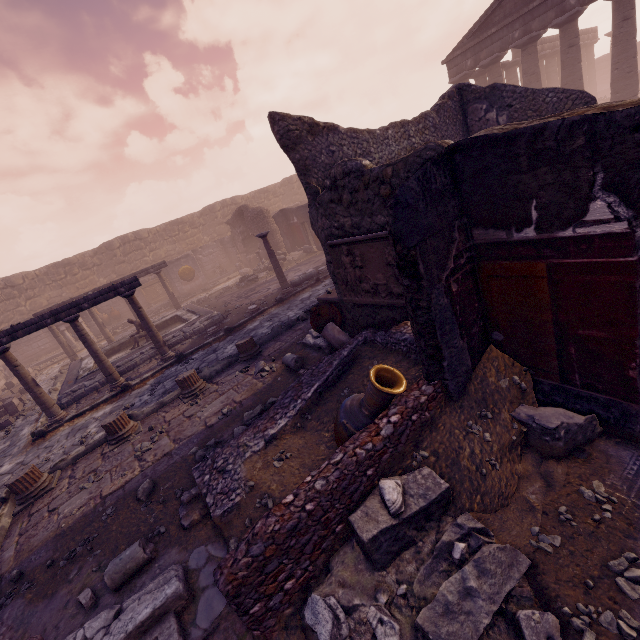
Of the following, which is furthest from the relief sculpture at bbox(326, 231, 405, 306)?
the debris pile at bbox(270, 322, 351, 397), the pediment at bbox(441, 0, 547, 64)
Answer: the pediment at bbox(441, 0, 547, 64)

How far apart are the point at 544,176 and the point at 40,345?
24.65m

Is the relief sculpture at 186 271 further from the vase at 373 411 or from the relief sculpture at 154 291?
the vase at 373 411

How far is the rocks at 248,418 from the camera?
5.23m

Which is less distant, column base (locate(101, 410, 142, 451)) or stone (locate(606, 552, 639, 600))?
stone (locate(606, 552, 639, 600))

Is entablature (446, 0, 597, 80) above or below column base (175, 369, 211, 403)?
above

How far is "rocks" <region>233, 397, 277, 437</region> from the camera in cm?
523

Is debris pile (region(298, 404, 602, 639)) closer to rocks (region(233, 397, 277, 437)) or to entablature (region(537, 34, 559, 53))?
rocks (region(233, 397, 277, 437))
